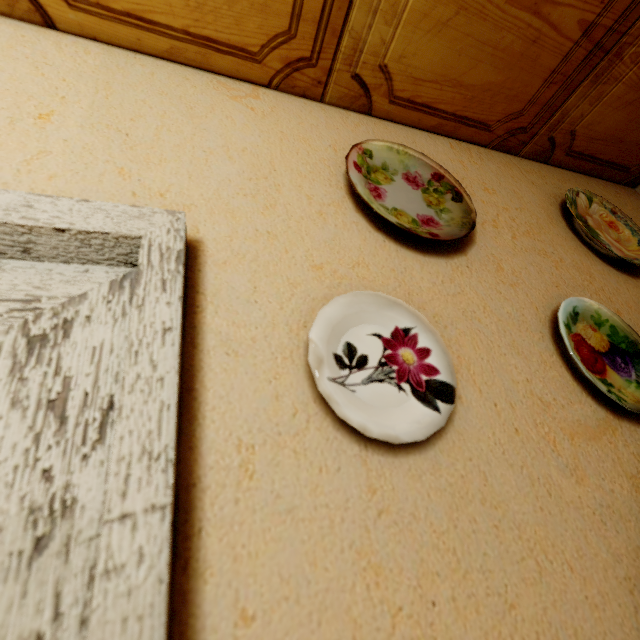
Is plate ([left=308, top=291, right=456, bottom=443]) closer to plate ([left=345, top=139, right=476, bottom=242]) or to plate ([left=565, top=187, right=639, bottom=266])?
plate ([left=345, top=139, right=476, bottom=242])

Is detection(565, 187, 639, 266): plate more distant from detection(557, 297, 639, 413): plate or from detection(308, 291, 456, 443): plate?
detection(308, 291, 456, 443): plate

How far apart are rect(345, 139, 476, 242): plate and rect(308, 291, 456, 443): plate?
0.2 meters

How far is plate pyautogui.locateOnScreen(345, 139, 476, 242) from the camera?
0.8 meters

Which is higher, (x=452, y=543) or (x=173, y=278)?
(x=173, y=278)

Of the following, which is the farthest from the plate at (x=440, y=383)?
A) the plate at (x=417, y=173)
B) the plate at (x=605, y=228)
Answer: the plate at (x=605, y=228)

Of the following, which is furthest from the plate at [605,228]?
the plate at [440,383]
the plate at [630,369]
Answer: the plate at [440,383]

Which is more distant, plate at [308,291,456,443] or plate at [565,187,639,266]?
plate at [565,187,639,266]
